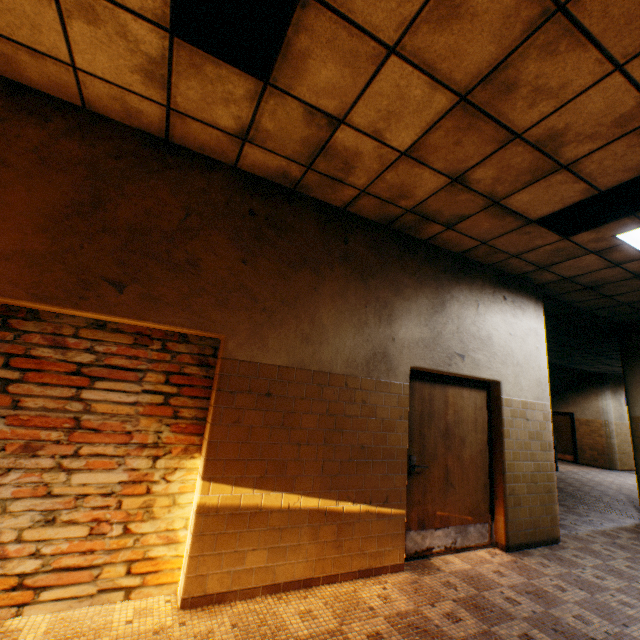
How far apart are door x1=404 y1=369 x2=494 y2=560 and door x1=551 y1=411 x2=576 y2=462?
14.1m

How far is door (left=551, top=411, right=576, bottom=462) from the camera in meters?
14.7 m

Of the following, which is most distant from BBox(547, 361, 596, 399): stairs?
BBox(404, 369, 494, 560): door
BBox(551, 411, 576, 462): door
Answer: BBox(404, 369, 494, 560): door

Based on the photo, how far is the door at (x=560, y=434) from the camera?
14.72m

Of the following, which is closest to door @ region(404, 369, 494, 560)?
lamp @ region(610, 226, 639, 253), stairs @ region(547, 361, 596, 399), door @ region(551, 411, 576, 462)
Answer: lamp @ region(610, 226, 639, 253)

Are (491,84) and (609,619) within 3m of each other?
no

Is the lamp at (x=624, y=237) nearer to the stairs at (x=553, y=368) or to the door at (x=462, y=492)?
the door at (x=462, y=492)

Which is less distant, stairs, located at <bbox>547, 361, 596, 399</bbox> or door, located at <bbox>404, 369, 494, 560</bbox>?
door, located at <bbox>404, 369, 494, 560</bbox>
